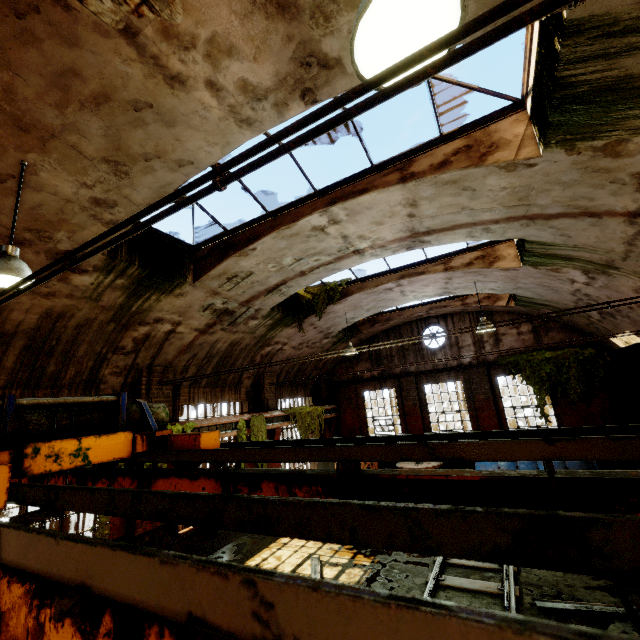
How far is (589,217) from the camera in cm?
564

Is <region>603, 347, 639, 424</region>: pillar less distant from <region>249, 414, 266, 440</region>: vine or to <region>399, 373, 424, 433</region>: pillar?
<region>399, 373, 424, 433</region>: pillar

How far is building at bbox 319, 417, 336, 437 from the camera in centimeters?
1658cm

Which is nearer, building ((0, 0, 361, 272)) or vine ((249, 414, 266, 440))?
building ((0, 0, 361, 272))

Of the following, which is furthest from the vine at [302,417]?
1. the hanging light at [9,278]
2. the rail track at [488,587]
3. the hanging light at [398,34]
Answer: the hanging light at [398,34]

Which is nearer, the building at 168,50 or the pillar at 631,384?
the building at 168,50

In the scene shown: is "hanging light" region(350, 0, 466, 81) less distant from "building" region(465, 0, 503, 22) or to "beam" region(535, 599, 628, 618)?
"building" region(465, 0, 503, 22)

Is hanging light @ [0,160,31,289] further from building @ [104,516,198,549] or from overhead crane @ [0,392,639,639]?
overhead crane @ [0,392,639,639]
